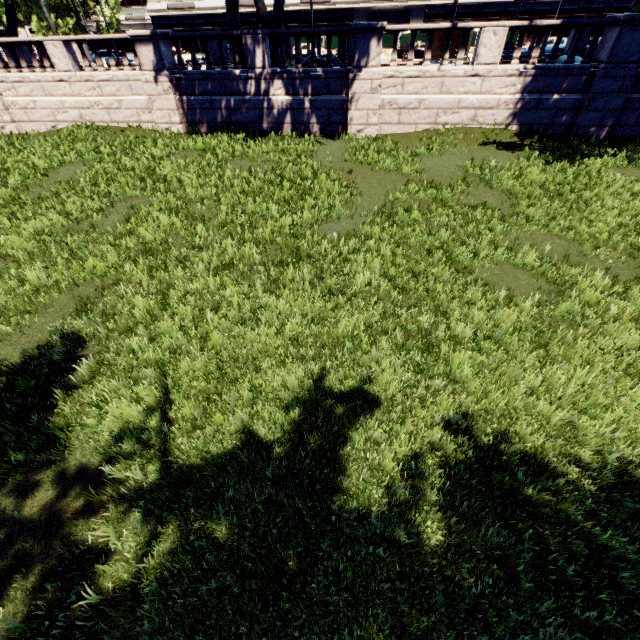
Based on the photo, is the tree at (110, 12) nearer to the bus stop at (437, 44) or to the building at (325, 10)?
the bus stop at (437, 44)

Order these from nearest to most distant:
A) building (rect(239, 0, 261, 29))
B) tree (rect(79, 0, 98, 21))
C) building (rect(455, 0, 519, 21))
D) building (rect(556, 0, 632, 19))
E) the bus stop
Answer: the bus stop → building (rect(556, 0, 632, 19)) → building (rect(455, 0, 519, 21)) → building (rect(239, 0, 261, 29)) → tree (rect(79, 0, 98, 21))

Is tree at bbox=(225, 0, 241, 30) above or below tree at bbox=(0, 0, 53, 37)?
below

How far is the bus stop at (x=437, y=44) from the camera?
23.8m

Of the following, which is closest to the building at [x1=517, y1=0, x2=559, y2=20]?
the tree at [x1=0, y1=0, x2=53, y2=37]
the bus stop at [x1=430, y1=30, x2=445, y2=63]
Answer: the tree at [x1=0, y1=0, x2=53, y2=37]

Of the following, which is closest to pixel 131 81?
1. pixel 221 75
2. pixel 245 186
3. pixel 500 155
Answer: pixel 221 75

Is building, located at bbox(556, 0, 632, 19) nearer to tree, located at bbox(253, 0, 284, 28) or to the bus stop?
tree, located at bbox(253, 0, 284, 28)
